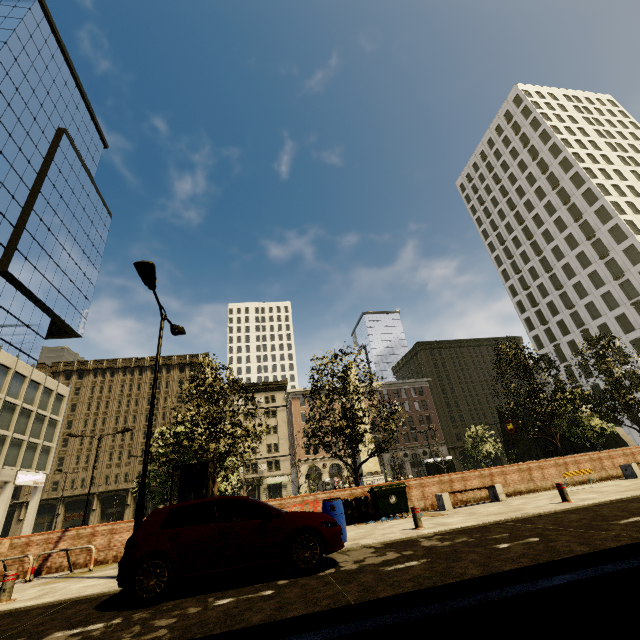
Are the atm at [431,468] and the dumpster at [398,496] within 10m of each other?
no

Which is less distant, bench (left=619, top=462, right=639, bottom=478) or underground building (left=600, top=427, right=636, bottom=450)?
bench (left=619, top=462, right=639, bottom=478)

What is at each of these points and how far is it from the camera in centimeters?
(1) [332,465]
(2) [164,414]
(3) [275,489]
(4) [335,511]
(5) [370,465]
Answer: (1) building, 5934cm
(2) building, 5944cm
(3) building, 5600cm
(4) barrel, 873cm
(5) obelisk, 2661cm

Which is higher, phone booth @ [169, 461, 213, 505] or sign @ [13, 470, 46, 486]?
sign @ [13, 470, 46, 486]

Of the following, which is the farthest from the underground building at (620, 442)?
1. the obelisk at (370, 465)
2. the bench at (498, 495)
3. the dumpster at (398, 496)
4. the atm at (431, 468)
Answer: the dumpster at (398, 496)

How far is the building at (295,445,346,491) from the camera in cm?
5767

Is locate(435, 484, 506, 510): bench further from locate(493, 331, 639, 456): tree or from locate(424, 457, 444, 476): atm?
locate(424, 457, 444, 476): atm

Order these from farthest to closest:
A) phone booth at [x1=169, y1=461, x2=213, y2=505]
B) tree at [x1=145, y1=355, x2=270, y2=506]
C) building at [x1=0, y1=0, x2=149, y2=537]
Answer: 1. building at [x1=0, y1=0, x2=149, y2=537]
2. tree at [x1=145, y1=355, x2=270, y2=506]
3. phone booth at [x1=169, y1=461, x2=213, y2=505]
